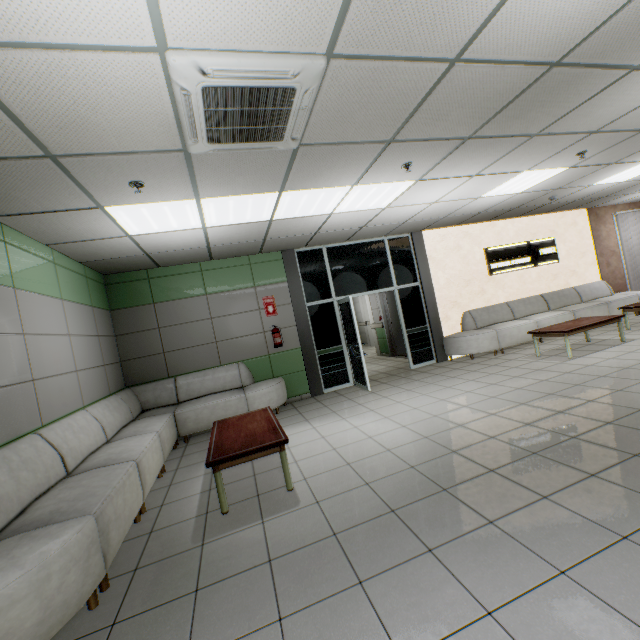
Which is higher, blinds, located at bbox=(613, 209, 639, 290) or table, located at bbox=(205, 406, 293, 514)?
blinds, located at bbox=(613, 209, 639, 290)

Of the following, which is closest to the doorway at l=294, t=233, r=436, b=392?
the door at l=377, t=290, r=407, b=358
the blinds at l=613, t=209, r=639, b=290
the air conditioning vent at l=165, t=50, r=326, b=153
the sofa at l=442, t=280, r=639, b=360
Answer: the sofa at l=442, t=280, r=639, b=360

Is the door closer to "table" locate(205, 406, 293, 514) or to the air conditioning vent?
"table" locate(205, 406, 293, 514)

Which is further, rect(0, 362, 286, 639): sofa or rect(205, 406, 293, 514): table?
rect(205, 406, 293, 514): table

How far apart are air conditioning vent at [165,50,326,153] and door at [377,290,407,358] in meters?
6.3 m

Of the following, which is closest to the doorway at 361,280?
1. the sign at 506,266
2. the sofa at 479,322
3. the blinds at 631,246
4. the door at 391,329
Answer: the sofa at 479,322

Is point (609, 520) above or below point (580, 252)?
below

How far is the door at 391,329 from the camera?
10.2 meters
